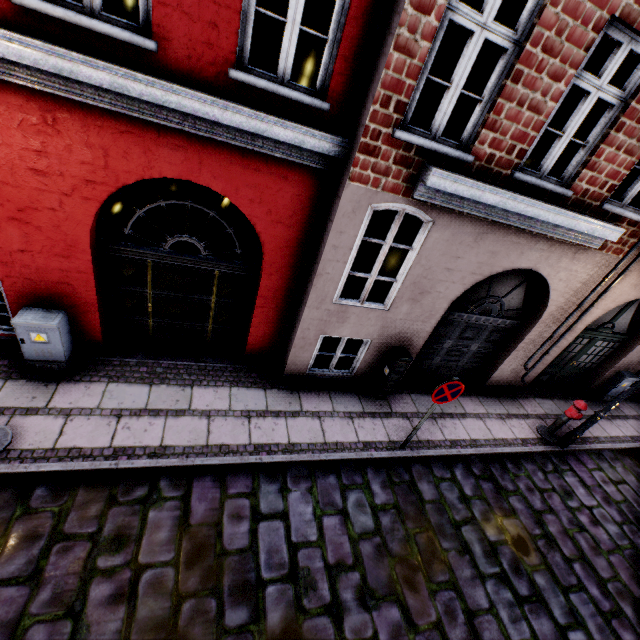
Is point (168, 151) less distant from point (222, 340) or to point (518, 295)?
point (222, 340)

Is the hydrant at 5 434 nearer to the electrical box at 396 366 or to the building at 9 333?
the building at 9 333

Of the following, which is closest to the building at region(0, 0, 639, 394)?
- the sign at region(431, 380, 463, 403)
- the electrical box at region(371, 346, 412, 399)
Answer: the electrical box at region(371, 346, 412, 399)

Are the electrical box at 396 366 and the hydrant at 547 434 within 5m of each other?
yes

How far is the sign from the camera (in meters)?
4.96

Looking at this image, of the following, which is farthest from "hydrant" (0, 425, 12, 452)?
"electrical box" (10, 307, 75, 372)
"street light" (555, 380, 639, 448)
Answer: "electrical box" (10, 307, 75, 372)

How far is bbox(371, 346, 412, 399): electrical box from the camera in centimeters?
627cm

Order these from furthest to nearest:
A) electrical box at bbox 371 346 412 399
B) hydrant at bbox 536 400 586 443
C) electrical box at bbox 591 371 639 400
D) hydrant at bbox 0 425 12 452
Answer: electrical box at bbox 591 371 639 400 < hydrant at bbox 536 400 586 443 < electrical box at bbox 371 346 412 399 < hydrant at bbox 0 425 12 452
